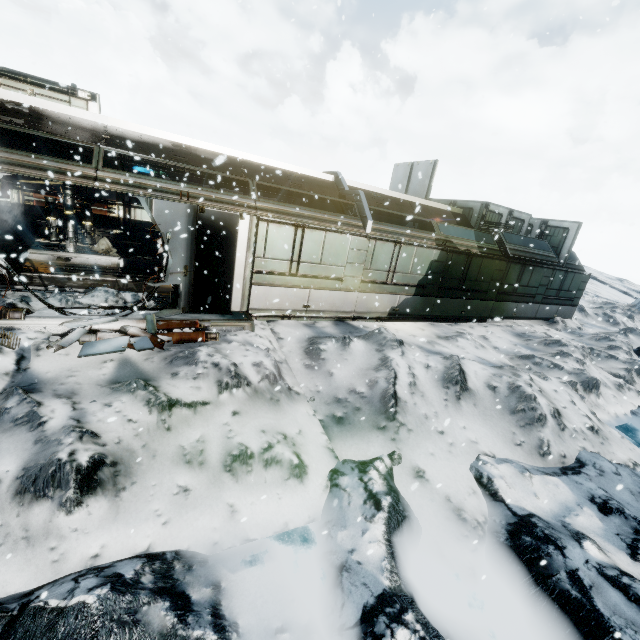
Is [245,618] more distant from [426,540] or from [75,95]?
[75,95]

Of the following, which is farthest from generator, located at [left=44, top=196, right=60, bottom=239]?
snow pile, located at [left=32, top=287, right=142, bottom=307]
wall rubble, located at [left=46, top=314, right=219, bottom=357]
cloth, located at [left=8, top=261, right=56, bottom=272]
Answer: wall rubble, located at [left=46, top=314, right=219, bottom=357]

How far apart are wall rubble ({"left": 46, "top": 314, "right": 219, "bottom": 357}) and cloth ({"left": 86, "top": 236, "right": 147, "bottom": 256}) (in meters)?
7.34

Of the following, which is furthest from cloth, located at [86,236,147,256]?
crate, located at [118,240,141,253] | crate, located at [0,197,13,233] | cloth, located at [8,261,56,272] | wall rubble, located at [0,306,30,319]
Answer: wall rubble, located at [0,306,30,319]

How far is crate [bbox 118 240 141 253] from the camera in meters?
13.6 m

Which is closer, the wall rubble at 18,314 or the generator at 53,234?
the wall rubble at 18,314

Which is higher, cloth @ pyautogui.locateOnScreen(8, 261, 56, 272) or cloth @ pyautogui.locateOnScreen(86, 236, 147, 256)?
cloth @ pyautogui.locateOnScreen(86, 236, 147, 256)

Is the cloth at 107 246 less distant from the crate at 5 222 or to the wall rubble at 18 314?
the crate at 5 222
